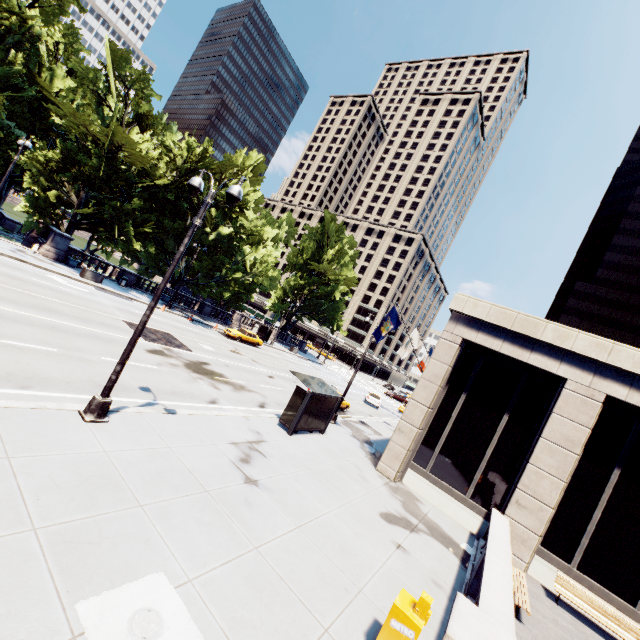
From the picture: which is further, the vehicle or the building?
the vehicle

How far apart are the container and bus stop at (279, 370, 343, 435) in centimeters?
2157cm

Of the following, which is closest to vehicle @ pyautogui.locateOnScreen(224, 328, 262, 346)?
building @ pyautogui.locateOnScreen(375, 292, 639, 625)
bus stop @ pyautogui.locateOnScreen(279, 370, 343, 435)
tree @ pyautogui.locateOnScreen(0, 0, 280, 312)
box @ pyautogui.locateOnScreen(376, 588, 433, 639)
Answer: tree @ pyautogui.locateOnScreen(0, 0, 280, 312)

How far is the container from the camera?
26.30m

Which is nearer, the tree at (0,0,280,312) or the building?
the building

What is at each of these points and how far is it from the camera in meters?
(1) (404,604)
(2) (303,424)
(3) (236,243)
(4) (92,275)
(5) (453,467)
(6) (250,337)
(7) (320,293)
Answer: (1) box, 5.8 m
(2) bus stop, 15.3 m
(3) tree, 41.5 m
(4) container, 26.8 m
(5) building, 15.2 m
(6) vehicle, 36.6 m
(7) tree, 51.9 m

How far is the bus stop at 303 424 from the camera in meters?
14.8

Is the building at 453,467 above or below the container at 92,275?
above
